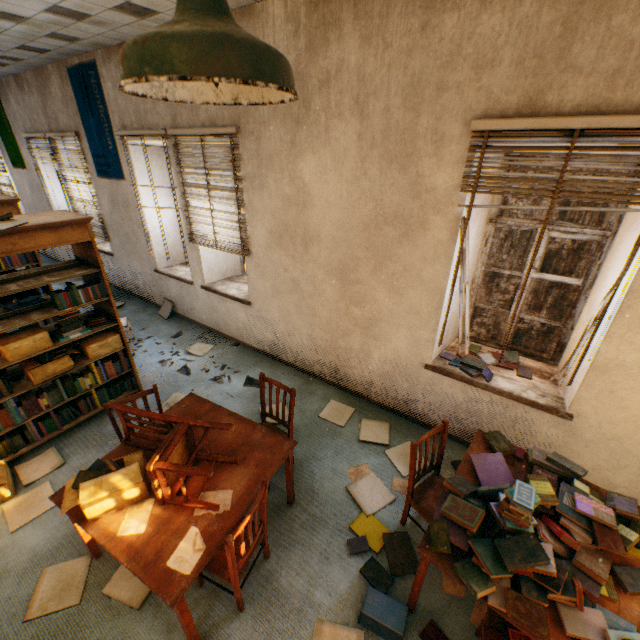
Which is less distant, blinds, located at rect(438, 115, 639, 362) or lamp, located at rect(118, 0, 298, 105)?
lamp, located at rect(118, 0, 298, 105)

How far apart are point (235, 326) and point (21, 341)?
2.6 meters

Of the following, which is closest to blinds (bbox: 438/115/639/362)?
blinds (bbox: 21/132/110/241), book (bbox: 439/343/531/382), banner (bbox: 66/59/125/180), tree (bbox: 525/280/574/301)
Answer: book (bbox: 439/343/531/382)

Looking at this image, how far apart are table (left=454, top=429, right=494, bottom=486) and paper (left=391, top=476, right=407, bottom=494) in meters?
0.8 m

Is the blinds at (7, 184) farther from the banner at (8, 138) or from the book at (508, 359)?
the book at (508, 359)

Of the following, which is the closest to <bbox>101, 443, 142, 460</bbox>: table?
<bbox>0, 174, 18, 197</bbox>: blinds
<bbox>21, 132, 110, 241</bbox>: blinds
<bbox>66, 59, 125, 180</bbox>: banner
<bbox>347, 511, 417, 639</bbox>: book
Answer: <bbox>347, 511, 417, 639</bbox>: book

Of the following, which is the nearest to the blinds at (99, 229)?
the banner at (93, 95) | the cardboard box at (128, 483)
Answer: the banner at (93, 95)

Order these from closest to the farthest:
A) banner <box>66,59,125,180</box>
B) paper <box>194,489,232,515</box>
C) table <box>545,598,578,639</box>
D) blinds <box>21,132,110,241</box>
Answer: table <box>545,598,578,639</box> < paper <box>194,489,232,515</box> < banner <box>66,59,125,180</box> < blinds <box>21,132,110,241</box>
